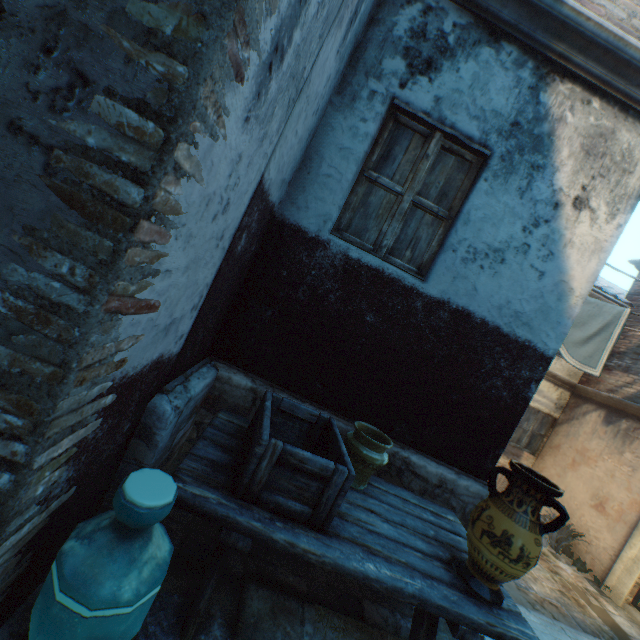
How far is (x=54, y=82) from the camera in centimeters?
90cm

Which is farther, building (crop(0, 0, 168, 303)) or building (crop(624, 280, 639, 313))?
building (crop(624, 280, 639, 313))

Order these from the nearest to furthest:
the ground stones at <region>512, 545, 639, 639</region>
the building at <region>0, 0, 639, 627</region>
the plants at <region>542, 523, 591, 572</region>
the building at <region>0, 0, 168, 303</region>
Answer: the building at <region>0, 0, 168, 303</region> → the building at <region>0, 0, 639, 627</region> → the ground stones at <region>512, 545, 639, 639</region> → the plants at <region>542, 523, 591, 572</region>

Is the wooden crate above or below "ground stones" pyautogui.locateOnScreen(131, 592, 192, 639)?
above

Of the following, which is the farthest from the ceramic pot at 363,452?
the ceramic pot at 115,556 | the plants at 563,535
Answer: the plants at 563,535

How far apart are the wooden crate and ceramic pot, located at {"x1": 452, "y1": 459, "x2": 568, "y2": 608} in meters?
0.9

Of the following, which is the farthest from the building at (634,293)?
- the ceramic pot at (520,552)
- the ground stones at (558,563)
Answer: the ceramic pot at (520,552)

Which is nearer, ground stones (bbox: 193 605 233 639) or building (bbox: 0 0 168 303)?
building (bbox: 0 0 168 303)
